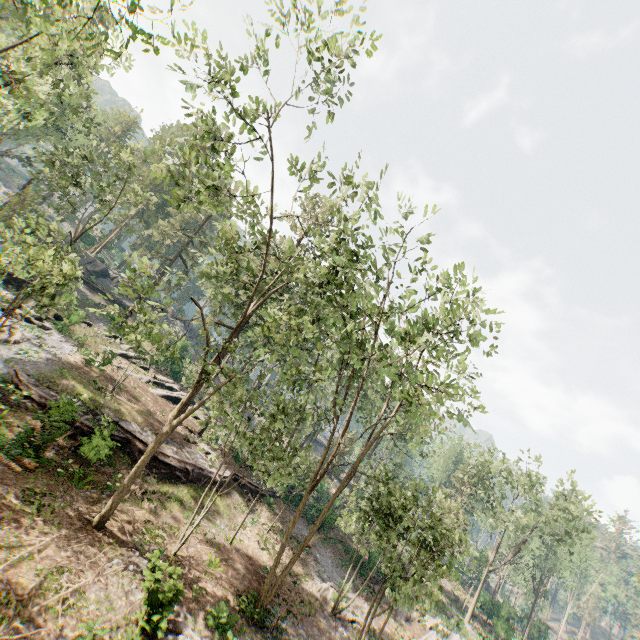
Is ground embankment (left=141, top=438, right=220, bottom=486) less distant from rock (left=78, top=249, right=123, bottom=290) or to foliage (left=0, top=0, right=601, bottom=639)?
foliage (left=0, top=0, right=601, bottom=639)

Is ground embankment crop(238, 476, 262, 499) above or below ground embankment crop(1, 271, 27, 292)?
below

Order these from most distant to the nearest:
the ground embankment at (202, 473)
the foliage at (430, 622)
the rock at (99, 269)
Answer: the rock at (99, 269), the ground embankment at (202, 473), the foliage at (430, 622)

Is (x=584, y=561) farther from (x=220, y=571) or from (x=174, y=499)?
(x=174, y=499)

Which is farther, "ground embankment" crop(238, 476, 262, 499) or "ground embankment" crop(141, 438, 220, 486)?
"ground embankment" crop(238, 476, 262, 499)

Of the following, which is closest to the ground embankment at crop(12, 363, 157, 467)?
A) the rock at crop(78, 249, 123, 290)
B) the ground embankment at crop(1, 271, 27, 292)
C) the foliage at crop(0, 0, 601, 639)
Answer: the foliage at crop(0, 0, 601, 639)

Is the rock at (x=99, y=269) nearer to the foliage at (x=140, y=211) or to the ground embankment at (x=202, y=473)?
the foliage at (x=140, y=211)

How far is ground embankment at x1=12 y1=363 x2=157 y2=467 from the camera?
16.86m
